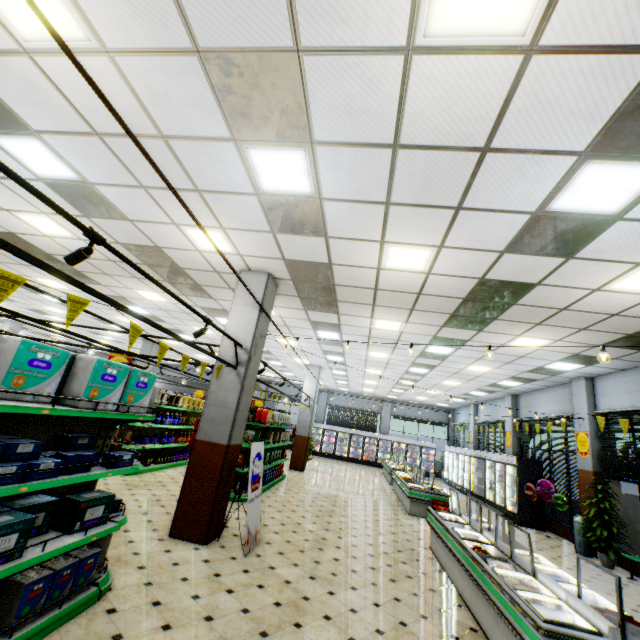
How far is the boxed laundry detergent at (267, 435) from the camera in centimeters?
871cm

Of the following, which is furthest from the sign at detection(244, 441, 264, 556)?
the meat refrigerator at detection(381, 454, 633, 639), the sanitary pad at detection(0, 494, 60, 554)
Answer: the meat refrigerator at detection(381, 454, 633, 639)

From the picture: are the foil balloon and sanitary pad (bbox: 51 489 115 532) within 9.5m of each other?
no

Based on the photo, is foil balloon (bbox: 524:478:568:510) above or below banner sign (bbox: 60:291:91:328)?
below

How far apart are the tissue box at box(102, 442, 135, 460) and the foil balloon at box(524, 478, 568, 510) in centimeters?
1241cm

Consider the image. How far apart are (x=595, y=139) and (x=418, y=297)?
3.99m

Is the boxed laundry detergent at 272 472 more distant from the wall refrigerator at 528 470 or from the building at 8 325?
the wall refrigerator at 528 470

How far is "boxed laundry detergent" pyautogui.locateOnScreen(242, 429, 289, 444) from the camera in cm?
871
